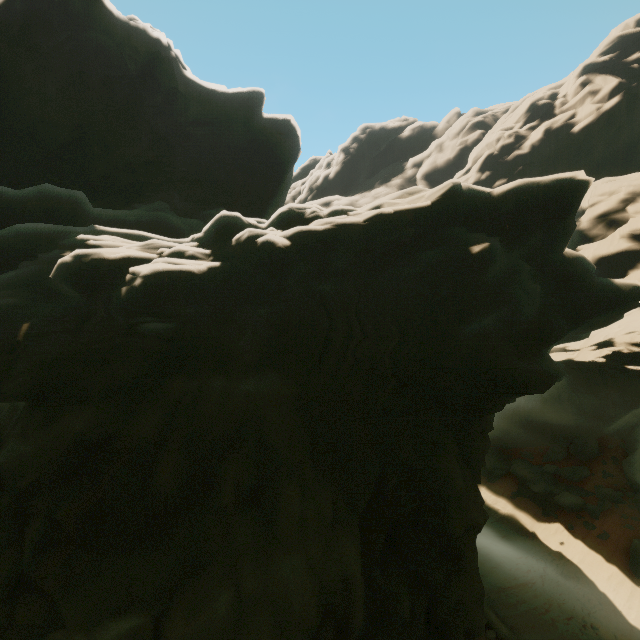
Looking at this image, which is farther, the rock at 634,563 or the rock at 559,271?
the rock at 634,563

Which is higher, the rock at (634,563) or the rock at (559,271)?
the rock at (559,271)

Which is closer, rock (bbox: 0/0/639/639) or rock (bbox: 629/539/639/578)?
rock (bbox: 0/0/639/639)

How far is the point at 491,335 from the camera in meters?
10.4 m

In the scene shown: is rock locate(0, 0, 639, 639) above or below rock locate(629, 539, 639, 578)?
above
